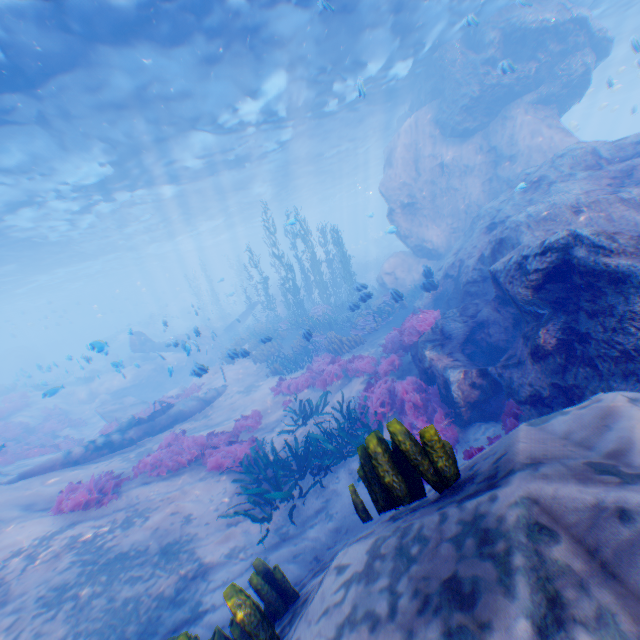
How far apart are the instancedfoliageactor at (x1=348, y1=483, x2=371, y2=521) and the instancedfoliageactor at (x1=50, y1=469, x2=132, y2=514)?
7.67m

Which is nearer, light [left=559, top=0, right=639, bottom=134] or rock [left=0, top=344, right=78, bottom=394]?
light [left=559, top=0, right=639, bottom=134]

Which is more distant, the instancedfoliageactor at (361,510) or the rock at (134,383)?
the rock at (134,383)

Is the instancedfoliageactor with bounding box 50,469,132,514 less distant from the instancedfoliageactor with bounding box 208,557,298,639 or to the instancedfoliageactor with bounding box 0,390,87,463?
the instancedfoliageactor with bounding box 0,390,87,463

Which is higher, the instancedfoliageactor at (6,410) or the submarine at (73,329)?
the submarine at (73,329)

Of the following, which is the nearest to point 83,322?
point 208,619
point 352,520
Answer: point 208,619

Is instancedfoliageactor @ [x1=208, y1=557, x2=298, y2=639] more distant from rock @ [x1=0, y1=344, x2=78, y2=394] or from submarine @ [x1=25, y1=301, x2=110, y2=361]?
submarine @ [x1=25, y1=301, x2=110, y2=361]

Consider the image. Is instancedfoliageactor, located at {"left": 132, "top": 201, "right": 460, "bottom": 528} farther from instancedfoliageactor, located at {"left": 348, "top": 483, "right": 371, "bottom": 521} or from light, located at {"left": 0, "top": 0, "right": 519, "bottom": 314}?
light, located at {"left": 0, "top": 0, "right": 519, "bottom": 314}
